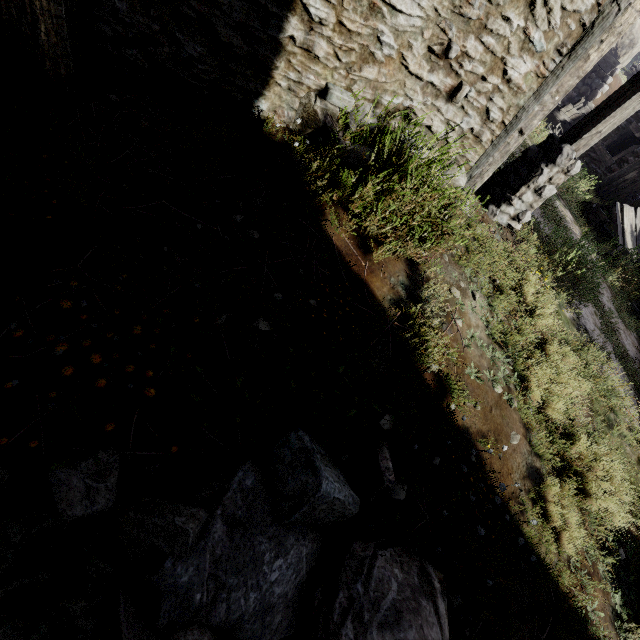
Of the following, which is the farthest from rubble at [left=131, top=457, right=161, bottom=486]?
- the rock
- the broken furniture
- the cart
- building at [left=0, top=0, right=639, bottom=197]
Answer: the rock

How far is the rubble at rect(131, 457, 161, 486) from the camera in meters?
1.6

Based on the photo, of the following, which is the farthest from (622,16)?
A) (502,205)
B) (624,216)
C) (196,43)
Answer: (624,216)

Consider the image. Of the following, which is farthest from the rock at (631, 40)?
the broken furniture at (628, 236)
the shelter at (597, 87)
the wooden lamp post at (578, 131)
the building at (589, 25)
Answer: the wooden lamp post at (578, 131)

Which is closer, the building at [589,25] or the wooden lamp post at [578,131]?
the building at [589,25]

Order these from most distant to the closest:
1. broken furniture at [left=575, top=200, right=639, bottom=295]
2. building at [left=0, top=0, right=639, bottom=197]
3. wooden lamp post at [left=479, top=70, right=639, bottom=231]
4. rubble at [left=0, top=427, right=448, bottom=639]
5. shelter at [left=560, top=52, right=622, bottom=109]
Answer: shelter at [left=560, top=52, right=622, bottom=109], broken furniture at [left=575, top=200, right=639, bottom=295], wooden lamp post at [left=479, top=70, right=639, bottom=231], building at [left=0, top=0, right=639, bottom=197], rubble at [left=0, top=427, right=448, bottom=639]

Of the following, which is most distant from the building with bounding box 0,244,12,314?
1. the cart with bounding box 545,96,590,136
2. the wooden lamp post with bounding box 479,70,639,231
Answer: the cart with bounding box 545,96,590,136
